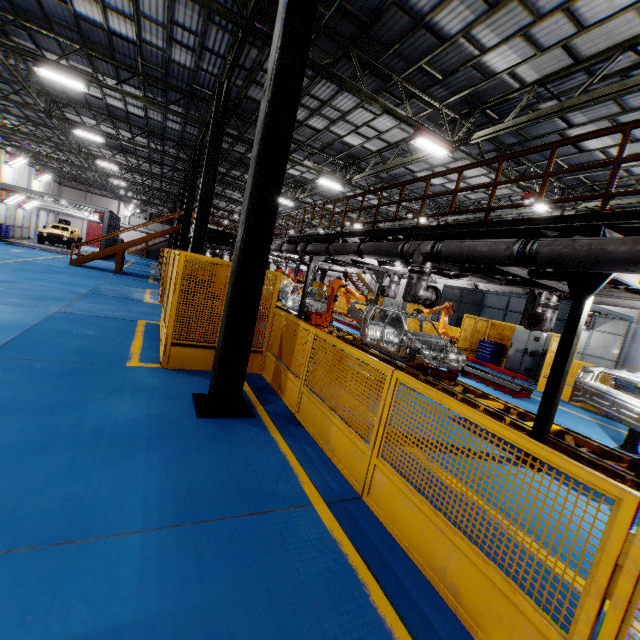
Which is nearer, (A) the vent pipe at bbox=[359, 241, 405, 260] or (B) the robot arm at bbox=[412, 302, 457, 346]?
(A) the vent pipe at bbox=[359, 241, 405, 260]

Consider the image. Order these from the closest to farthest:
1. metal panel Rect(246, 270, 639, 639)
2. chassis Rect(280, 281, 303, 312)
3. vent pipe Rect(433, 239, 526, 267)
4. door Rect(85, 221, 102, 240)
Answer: metal panel Rect(246, 270, 639, 639) < vent pipe Rect(433, 239, 526, 267) < chassis Rect(280, 281, 303, 312) < door Rect(85, 221, 102, 240)

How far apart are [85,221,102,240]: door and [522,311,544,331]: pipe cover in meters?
58.8

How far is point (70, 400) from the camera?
4.26m

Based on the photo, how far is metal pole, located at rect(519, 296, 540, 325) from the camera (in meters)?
15.53

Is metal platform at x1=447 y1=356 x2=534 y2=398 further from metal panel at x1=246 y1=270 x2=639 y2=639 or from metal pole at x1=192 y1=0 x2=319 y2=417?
metal pole at x1=192 y1=0 x2=319 y2=417

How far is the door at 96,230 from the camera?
50.0m

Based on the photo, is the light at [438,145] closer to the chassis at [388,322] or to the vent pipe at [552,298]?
Result: the vent pipe at [552,298]
